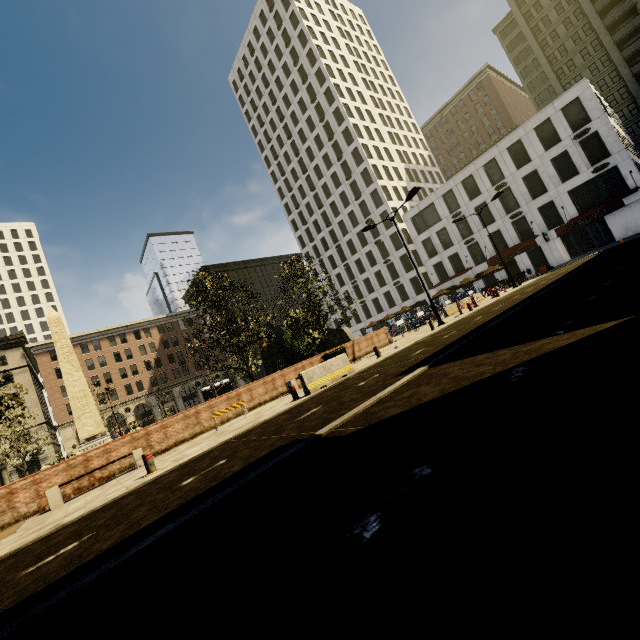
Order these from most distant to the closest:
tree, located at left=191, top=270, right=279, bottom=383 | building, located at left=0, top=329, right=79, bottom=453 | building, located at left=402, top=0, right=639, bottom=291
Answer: building, located at left=0, top=329, right=79, bottom=453 → building, located at left=402, top=0, right=639, bottom=291 → tree, located at left=191, top=270, right=279, bottom=383

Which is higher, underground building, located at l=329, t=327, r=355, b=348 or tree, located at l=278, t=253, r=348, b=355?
tree, located at l=278, t=253, r=348, b=355

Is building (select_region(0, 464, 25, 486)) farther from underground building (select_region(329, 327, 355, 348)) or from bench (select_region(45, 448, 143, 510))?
underground building (select_region(329, 327, 355, 348))

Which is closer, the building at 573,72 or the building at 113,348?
the building at 573,72

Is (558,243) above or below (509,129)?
below

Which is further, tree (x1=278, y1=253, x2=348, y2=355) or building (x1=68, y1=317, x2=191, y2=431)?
building (x1=68, y1=317, x2=191, y2=431)

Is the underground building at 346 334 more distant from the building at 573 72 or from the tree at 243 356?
the building at 573 72

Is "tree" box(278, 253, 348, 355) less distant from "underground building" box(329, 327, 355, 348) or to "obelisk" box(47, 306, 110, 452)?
"underground building" box(329, 327, 355, 348)
